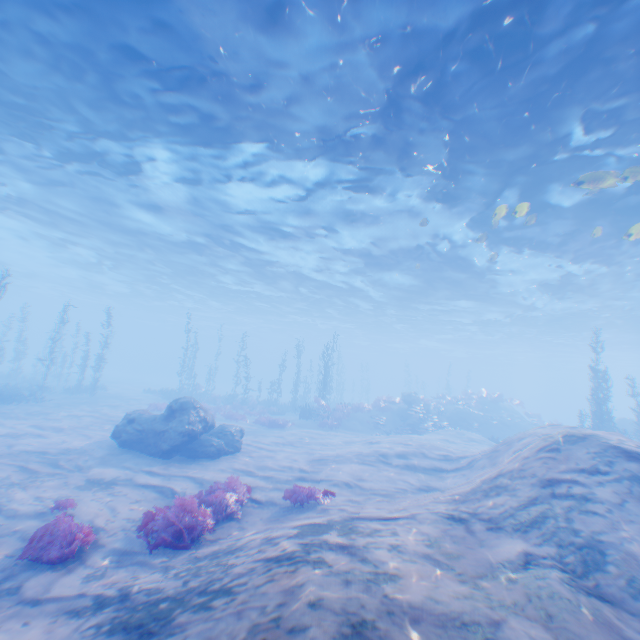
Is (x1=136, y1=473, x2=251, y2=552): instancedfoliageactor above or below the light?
below

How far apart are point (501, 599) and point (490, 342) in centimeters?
5495cm

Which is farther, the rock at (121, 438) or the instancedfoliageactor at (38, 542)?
the rock at (121, 438)

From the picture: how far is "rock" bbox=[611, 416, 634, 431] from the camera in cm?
2570

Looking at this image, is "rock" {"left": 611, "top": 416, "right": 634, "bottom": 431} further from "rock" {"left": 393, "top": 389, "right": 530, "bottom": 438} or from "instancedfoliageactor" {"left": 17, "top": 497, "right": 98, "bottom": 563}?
"instancedfoliageactor" {"left": 17, "top": 497, "right": 98, "bottom": 563}

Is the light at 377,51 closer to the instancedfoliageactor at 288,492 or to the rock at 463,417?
the instancedfoliageactor at 288,492

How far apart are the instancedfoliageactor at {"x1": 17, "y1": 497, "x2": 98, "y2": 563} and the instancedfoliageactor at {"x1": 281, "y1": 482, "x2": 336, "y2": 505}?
4.14m

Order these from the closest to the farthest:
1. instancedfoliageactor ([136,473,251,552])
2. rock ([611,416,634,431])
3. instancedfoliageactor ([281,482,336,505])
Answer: instancedfoliageactor ([136,473,251,552]) → instancedfoliageactor ([281,482,336,505]) → rock ([611,416,634,431])
